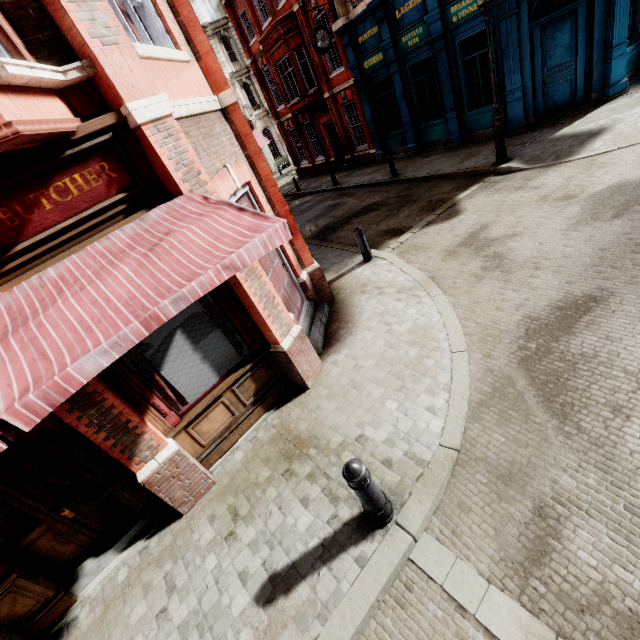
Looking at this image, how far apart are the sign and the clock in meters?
15.6 m

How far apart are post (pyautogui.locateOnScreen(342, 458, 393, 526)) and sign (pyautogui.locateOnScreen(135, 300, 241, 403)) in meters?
2.6 m

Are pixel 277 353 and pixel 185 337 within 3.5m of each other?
yes

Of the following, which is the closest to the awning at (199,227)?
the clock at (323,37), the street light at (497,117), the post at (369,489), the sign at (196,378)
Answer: the sign at (196,378)

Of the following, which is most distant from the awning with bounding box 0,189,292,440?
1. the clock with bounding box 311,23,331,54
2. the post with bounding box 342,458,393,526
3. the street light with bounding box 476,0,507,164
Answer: the clock with bounding box 311,23,331,54

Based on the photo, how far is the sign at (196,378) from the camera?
4.4 meters

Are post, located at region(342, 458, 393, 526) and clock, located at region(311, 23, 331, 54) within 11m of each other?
no

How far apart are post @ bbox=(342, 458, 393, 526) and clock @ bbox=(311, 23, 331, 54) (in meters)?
17.73
